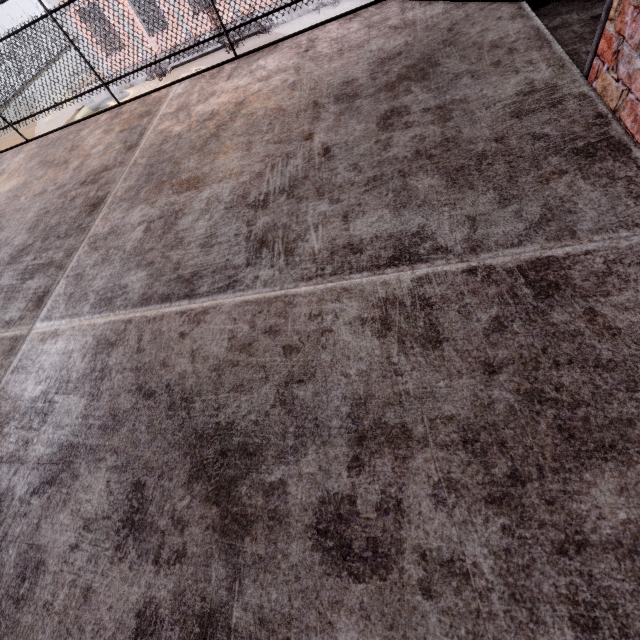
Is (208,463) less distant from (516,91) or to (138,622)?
(138,622)
